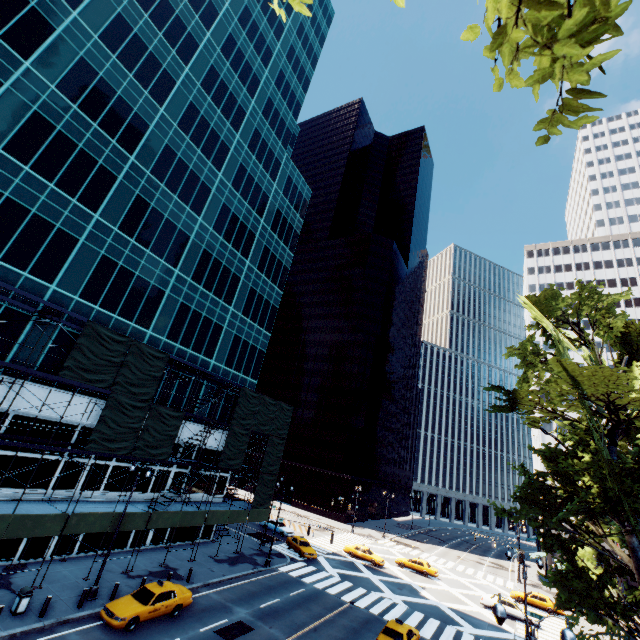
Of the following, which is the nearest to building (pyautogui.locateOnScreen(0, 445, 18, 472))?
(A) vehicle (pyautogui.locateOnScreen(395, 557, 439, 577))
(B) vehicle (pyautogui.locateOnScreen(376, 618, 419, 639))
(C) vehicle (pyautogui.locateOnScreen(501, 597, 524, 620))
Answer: (B) vehicle (pyautogui.locateOnScreen(376, 618, 419, 639))

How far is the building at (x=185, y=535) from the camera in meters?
31.4 m

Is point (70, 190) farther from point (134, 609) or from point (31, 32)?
point (134, 609)

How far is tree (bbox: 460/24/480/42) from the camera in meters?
3.3

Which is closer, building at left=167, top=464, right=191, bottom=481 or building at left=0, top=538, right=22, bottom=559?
building at left=0, top=538, right=22, bottom=559

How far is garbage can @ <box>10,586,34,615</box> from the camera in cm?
1638

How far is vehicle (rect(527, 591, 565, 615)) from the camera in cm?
3609

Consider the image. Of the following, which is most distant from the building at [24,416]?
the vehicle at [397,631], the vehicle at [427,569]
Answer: the vehicle at [427,569]
